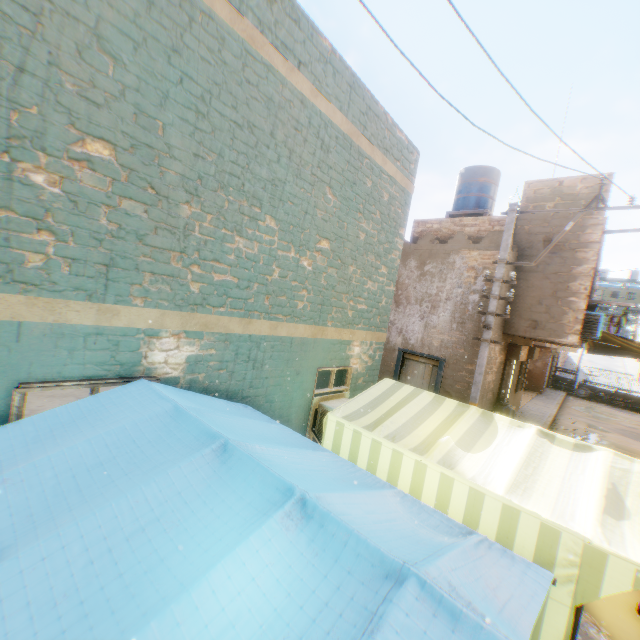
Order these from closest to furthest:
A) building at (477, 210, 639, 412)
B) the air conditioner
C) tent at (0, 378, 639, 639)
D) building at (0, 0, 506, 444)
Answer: tent at (0, 378, 639, 639)
building at (0, 0, 506, 444)
building at (477, 210, 639, 412)
the air conditioner

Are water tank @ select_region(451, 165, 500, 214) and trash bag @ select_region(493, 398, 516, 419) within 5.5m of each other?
no

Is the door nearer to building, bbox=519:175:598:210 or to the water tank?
building, bbox=519:175:598:210

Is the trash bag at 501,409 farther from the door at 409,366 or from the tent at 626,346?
the door at 409,366

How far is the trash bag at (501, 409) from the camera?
10.9 meters

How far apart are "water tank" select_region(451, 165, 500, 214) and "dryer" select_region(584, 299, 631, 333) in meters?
4.5 m

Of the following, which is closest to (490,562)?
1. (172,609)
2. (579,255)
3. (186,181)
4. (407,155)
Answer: (172,609)

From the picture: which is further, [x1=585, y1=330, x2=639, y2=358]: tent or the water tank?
the water tank
